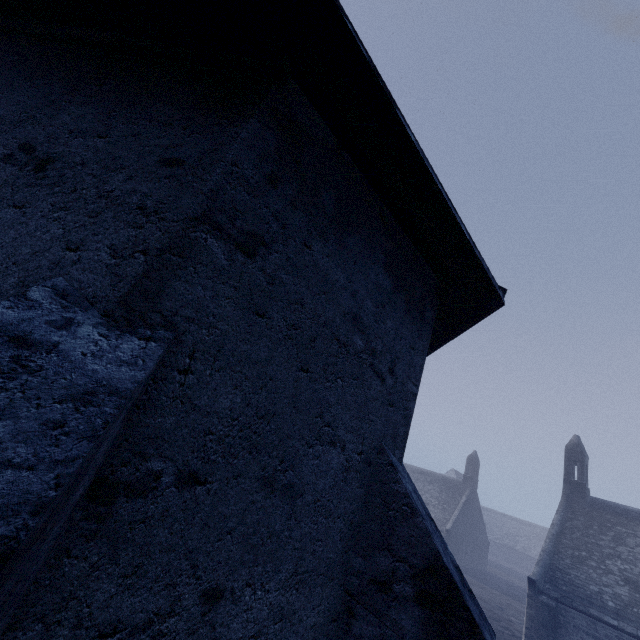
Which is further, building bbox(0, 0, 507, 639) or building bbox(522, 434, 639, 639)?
building bbox(522, 434, 639, 639)

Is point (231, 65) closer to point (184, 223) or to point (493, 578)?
point (184, 223)

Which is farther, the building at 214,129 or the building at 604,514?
the building at 604,514
